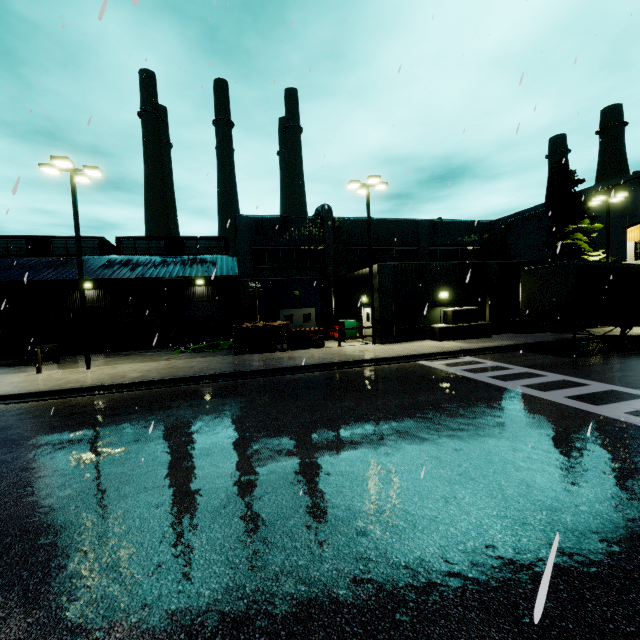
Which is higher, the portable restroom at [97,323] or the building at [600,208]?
the building at [600,208]

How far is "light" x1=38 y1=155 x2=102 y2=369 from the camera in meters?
14.9

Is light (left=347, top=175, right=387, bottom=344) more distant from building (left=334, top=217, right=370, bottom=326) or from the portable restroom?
the portable restroom

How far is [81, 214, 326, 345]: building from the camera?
25.5m

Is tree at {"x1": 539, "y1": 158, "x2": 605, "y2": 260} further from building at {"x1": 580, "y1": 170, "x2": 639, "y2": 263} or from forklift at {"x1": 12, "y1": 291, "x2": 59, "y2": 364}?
forklift at {"x1": 12, "y1": 291, "x2": 59, "y2": 364}

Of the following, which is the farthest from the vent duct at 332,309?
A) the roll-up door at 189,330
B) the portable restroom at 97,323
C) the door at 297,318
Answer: the portable restroom at 97,323

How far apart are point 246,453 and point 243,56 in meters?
12.0 m

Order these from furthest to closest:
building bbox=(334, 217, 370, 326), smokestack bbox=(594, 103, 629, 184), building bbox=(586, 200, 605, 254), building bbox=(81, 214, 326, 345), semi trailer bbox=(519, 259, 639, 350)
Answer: smokestack bbox=(594, 103, 629, 184), building bbox=(586, 200, 605, 254), building bbox=(81, 214, 326, 345), building bbox=(334, 217, 370, 326), semi trailer bbox=(519, 259, 639, 350)
